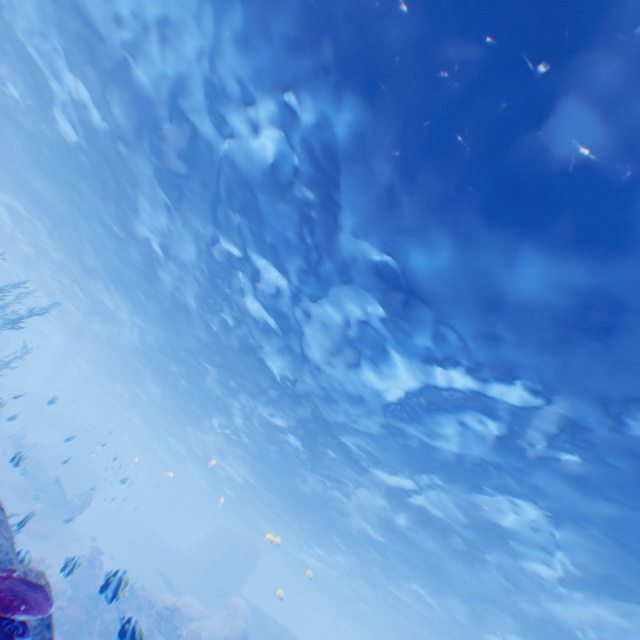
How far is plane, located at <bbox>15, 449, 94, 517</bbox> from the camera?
22.59m

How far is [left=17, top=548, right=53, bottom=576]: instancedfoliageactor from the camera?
6.4m

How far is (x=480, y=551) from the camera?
15.5m

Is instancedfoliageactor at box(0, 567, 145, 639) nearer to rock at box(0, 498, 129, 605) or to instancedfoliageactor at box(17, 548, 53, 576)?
rock at box(0, 498, 129, 605)

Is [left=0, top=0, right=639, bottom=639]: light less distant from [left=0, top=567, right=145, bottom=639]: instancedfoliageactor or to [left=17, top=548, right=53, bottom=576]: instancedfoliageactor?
[left=17, top=548, right=53, bottom=576]: instancedfoliageactor

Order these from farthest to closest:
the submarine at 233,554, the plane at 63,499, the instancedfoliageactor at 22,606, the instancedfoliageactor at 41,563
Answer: the submarine at 233,554, the plane at 63,499, the instancedfoliageactor at 41,563, the instancedfoliageactor at 22,606

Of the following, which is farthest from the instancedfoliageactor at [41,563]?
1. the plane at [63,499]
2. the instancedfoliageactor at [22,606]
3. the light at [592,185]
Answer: the plane at [63,499]

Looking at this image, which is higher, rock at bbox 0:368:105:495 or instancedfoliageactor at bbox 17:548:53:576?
rock at bbox 0:368:105:495
